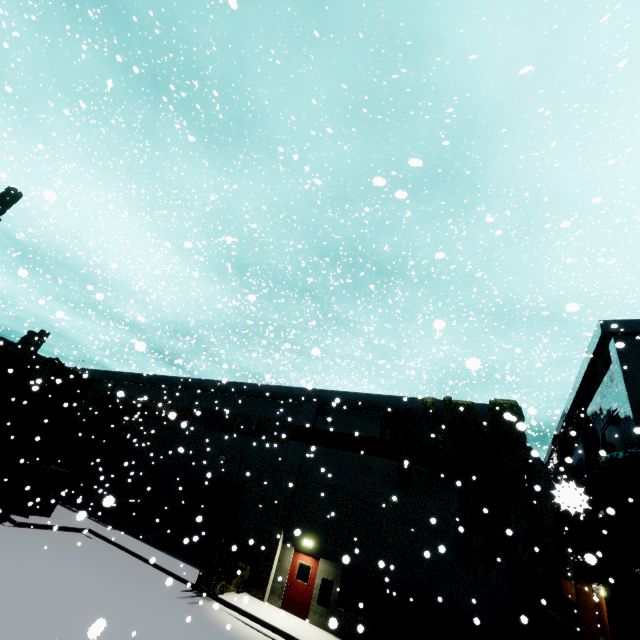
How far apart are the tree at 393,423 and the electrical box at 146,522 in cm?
1522

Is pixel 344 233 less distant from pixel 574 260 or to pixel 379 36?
pixel 379 36

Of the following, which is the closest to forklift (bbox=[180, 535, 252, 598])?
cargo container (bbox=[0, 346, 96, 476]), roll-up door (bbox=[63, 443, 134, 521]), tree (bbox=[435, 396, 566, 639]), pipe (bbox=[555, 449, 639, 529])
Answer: roll-up door (bbox=[63, 443, 134, 521])

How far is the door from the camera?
14.8 meters

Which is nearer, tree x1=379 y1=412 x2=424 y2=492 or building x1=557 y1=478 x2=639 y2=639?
building x1=557 y1=478 x2=639 y2=639

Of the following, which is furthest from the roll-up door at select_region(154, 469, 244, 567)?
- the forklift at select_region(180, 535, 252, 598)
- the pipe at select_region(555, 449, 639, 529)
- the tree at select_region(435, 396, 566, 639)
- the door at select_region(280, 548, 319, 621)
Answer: the tree at select_region(435, 396, 566, 639)

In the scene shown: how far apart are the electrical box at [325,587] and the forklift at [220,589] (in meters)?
3.78

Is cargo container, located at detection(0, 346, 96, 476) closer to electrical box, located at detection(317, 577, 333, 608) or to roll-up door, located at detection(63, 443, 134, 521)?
roll-up door, located at detection(63, 443, 134, 521)
